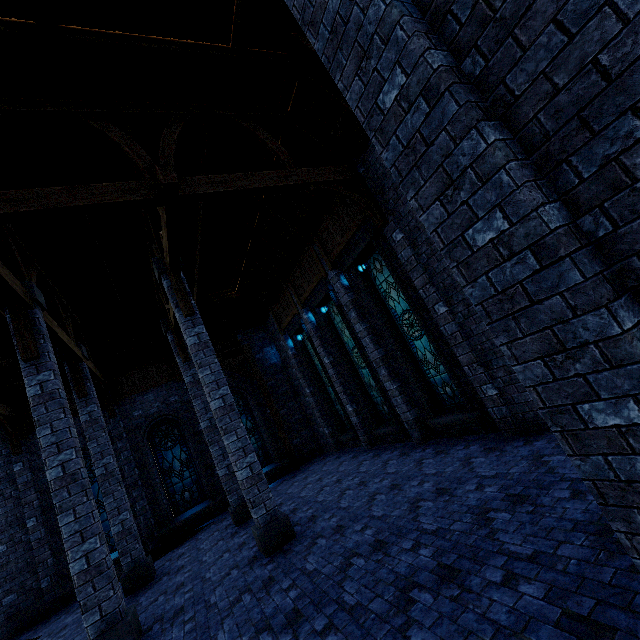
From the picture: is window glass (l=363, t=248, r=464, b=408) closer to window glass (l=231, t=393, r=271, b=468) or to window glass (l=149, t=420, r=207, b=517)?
window glass (l=231, t=393, r=271, b=468)

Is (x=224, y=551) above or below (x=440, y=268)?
below

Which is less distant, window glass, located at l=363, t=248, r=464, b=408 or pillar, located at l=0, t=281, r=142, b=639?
pillar, located at l=0, t=281, r=142, b=639

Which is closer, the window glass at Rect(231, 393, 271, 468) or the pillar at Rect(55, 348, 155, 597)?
the pillar at Rect(55, 348, 155, 597)

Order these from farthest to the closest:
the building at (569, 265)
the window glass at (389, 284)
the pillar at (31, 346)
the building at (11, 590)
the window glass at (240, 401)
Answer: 1. the window glass at (240, 401)
2. the building at (11, 590)
3. the window glass at (389, 284)
4. the pillar at (31, 346)
5. the building at (569, 265)

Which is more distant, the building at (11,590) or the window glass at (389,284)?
the building at (11,590)

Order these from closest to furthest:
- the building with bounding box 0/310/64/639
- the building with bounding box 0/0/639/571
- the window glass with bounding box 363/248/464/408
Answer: the building with bounding box 0/0/639/571, the window glass with bounding box 363/248/464/408, the building with bounding box 0/310/64/639

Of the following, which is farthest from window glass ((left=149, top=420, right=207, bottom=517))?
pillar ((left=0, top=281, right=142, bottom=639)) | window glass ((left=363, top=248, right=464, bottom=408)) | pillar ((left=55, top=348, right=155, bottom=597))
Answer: window glass ((left=363, top=248, right=464, bottom=408))
